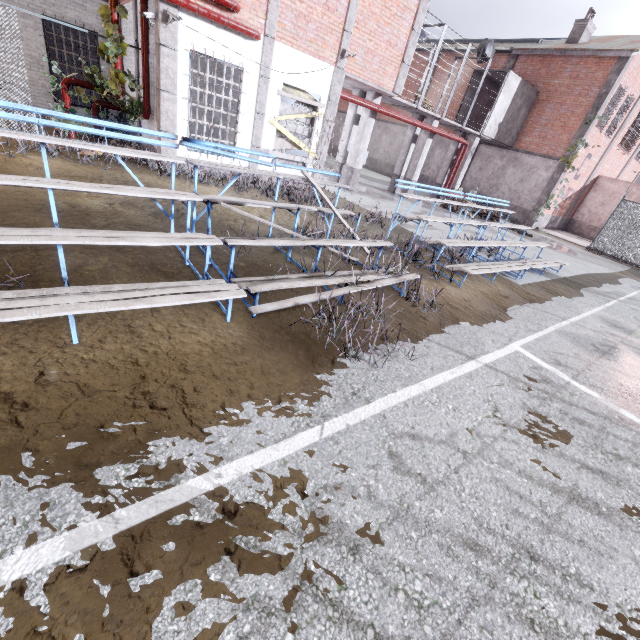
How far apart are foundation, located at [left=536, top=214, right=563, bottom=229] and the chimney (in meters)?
9.71

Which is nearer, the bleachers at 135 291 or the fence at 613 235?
the bleachers at 135 291

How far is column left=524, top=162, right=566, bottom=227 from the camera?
19.0m

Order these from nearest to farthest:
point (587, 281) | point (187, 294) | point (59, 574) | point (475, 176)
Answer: point (59, 574) → point (187, 294) → point (587, 281) → point (475, 176)

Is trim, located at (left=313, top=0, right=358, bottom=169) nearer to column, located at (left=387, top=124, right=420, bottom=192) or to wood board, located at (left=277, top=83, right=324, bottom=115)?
wood board, located at (left=277, top=83, right=324, bottom=115)

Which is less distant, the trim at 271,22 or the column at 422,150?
the trim at 271,22

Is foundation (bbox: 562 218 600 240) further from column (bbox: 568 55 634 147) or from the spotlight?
the spotlight

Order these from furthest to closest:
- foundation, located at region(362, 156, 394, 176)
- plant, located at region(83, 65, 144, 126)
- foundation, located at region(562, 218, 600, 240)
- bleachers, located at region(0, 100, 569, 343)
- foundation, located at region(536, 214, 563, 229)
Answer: foundation, located at region(362, 156, 394, 176) → foundation, located at region(562, 218, 600, 240) → foundation, located at region(536, 214, 563, 229) → plant, located at region(83, 65, 144, 126) → bleachers, located at region(0, 100, 569, 343)
